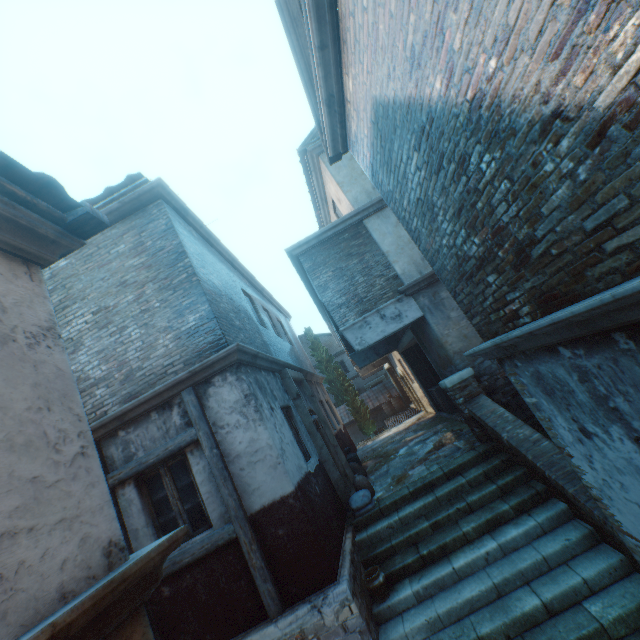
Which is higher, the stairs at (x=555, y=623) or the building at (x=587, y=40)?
the building at (x=587, y=40)

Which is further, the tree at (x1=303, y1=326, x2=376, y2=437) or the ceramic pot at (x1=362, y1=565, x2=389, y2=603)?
the tree at (x1=303, y1=326, x2=376, y2=437)

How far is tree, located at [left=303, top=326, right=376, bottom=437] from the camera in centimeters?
2231cm

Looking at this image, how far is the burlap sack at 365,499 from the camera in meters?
6.9

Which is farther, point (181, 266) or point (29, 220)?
point (181, 266)

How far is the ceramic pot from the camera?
5.2m

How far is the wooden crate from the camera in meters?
11.4

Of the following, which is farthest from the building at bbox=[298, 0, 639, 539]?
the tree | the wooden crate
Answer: the wooden crate
